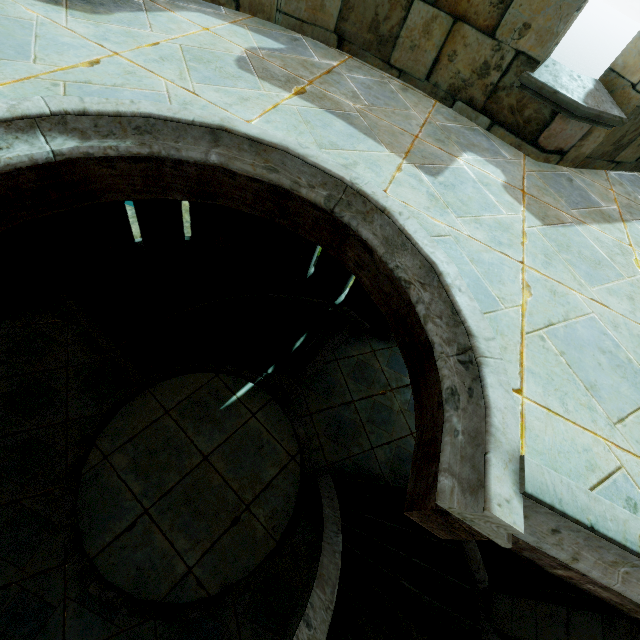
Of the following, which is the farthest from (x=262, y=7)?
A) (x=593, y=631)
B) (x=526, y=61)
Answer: (x=593, y=631)
